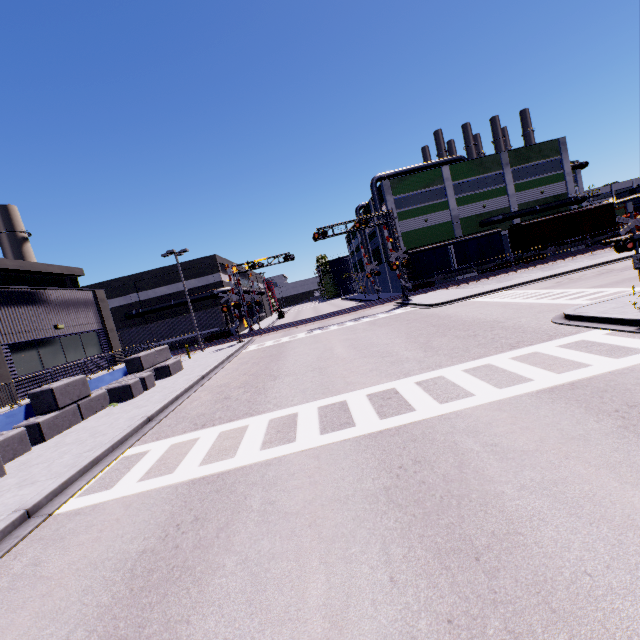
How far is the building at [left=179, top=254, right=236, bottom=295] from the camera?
41.53m

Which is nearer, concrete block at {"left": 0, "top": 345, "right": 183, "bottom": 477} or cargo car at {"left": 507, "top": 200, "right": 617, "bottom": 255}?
concrete block at {"left": 0, "top": 345, "right": 183, "bottom": 477}

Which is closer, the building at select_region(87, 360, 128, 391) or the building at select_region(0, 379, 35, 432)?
the building at select_region(0, 379, 35, 432)

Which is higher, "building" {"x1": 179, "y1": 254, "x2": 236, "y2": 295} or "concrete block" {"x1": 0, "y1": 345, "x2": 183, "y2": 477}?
"building" {"x1": 179, "y1": 254, "x2": 236, "y2": 295}

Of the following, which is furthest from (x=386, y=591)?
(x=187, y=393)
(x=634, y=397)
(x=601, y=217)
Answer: (x=601, y=217)

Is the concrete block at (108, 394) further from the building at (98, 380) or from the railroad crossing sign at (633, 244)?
the railroad crossing sign at (633, 244)

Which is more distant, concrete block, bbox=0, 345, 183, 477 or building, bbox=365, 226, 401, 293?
building, bbox=365, 226, 401, 293

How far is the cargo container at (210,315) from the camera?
37.6 meters
